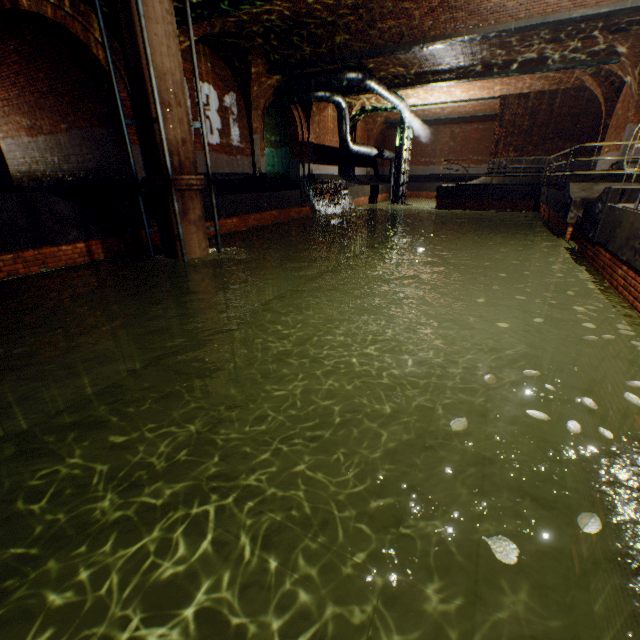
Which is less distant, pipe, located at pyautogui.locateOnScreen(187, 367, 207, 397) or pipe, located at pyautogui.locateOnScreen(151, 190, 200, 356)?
pipe, located at pyautogui.locateOnScreen(151, 190, 200, 356)

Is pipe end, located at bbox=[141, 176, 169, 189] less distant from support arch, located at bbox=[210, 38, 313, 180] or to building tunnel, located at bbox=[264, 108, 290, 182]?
building tunnel, located at bbox=[264, 108, 290, 182]

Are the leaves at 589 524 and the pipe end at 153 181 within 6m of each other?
no

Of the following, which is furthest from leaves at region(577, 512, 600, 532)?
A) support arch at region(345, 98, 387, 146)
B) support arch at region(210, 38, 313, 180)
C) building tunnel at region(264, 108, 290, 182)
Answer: support arch at region(345, 98, 387, 146)

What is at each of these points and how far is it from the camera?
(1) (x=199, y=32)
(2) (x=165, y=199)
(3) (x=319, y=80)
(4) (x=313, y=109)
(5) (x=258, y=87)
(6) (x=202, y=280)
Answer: (1) support arch, 9.5 meters
(2) pipe, 6.8 meters
(3) pipe, 13.5 meters
(4) support arch, 16.9 meters
(5) support arch, 13.0 meters
(6) pipe, 7.7 meters

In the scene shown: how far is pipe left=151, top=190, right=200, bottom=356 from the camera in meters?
6.8 m

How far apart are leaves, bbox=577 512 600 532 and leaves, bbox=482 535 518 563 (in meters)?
0.43

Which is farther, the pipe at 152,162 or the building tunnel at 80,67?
the building tunnel at 80,67
